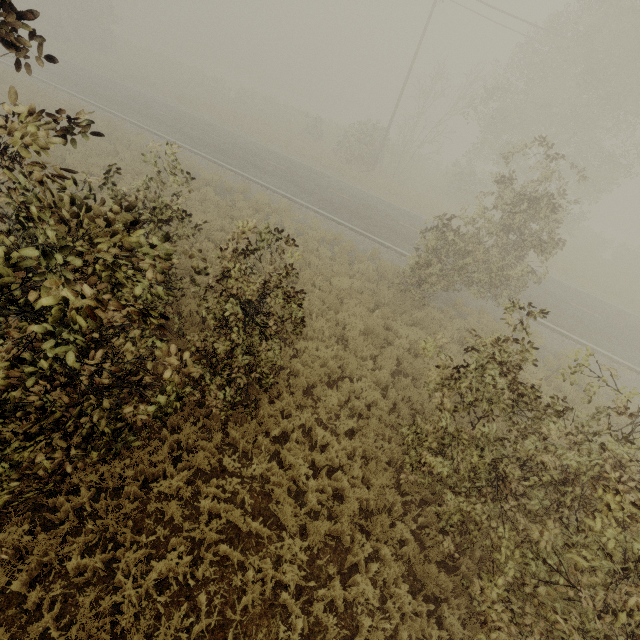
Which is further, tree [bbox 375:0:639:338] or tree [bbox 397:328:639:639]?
tree [bbox 375:0:639:338]

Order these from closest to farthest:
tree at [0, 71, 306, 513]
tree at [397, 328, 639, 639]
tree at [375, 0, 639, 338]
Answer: tree at [0, 71, 306, 513], tree at [397, 328, 639, 639], tree at [375, 0, 639, 338]

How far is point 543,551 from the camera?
4.2 meters

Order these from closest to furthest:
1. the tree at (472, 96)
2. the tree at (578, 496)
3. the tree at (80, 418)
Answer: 1. the tree at (80, 418)
2. the tree at (578, 496)
3. the tree at (472, 96)

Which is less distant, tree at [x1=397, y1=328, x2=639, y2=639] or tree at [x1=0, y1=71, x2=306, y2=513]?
tree at [x1=0, y1=71, x2=306, y2=513]

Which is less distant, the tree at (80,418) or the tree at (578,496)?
the tree at (80,418)
